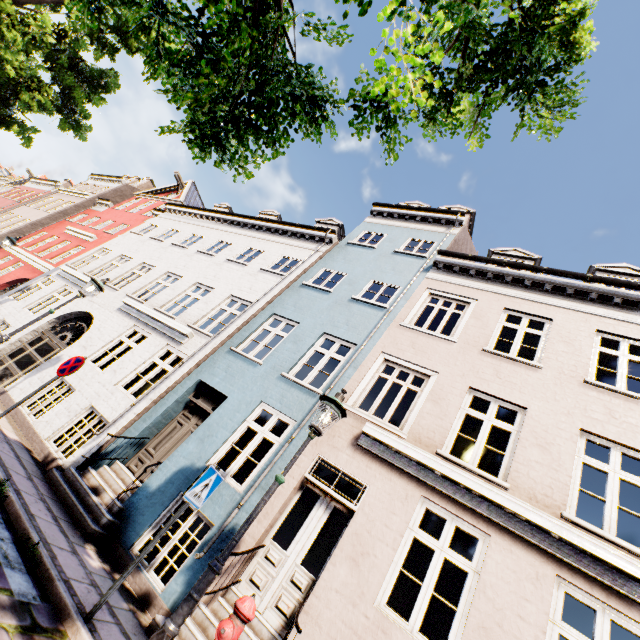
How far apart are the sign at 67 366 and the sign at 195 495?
4.1m

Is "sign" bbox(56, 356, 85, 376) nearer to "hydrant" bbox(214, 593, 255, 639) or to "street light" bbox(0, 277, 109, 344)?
"street light" bbox(0, 277, 109, 344)

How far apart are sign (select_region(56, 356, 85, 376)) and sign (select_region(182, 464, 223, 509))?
4.1m

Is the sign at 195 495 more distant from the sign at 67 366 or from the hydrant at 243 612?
the sign at 67 366

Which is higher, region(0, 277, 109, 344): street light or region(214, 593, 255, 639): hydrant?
region(0, 277, 109, 344): street light

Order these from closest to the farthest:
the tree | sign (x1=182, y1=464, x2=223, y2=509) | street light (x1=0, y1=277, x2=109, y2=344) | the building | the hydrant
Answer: the tree, the hydrant, sign (x1=182, y1=464, x2=223, y2=509), the building, street light (x1=0, y1=277, x2=109, y2=344)

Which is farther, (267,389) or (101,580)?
(267,389)

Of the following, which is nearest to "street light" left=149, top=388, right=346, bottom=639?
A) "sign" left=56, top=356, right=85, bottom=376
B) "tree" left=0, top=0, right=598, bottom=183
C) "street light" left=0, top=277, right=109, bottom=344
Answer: "tree" left=0, top=0, right=598, bottom=183
